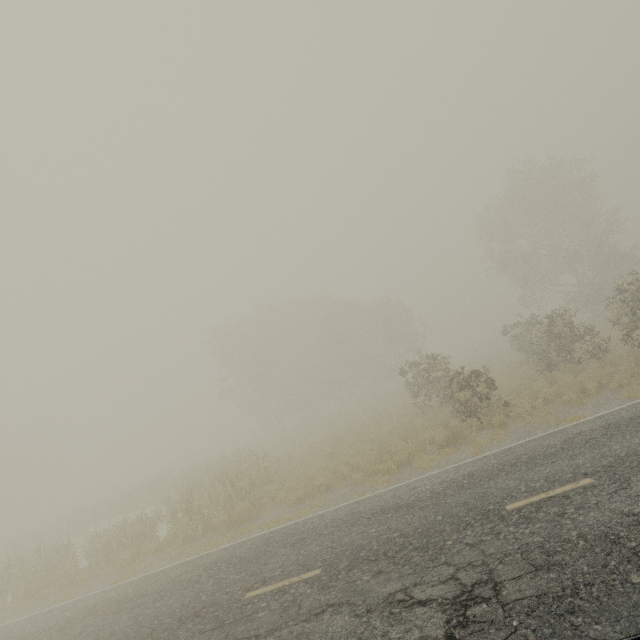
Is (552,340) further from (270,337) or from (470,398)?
(270,337)
